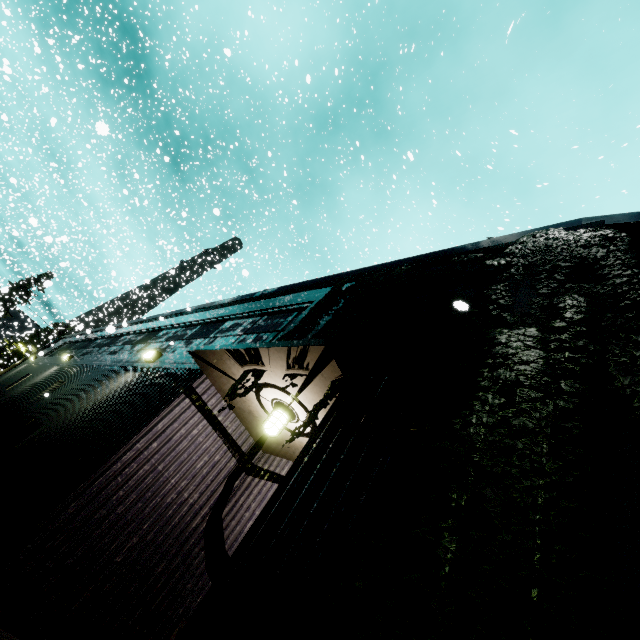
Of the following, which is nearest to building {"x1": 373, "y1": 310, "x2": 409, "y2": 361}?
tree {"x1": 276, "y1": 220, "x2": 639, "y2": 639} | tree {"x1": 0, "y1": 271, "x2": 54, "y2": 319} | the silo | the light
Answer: tree {"x1": 276, "y1": 220, "x2": 639, "y2": 639}

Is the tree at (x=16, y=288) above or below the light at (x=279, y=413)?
above

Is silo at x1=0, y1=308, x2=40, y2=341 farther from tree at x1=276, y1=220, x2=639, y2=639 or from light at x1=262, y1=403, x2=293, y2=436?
light at x1=262, y1=403, x2=293, y2=436

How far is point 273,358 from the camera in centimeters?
393cm

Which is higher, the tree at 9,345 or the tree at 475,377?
the tree at 9,345

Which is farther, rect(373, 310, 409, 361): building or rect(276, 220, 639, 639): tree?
rect(373, 310, 409, 361): building

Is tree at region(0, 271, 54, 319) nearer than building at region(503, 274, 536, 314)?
No

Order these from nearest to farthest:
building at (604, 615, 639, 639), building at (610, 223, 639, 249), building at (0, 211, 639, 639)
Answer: building at (604, 615, 639, 639)
building at (0, 211, 639, 639)
building at (610, 223, 639, 249)
